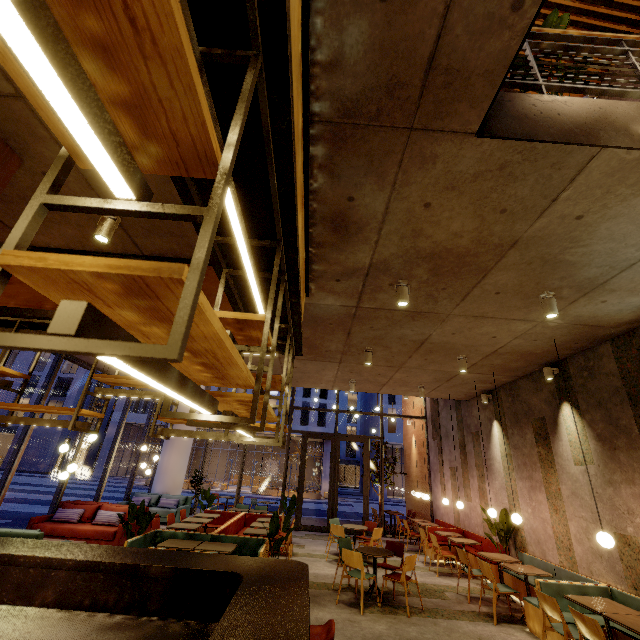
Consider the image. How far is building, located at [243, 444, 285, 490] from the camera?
37.6m

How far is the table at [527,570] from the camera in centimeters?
576cm

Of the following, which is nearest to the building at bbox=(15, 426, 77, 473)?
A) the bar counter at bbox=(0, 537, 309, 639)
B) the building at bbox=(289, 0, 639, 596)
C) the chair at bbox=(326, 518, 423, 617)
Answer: the building at bbox=(289, 0, 639, 596)

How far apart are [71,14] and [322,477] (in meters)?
39.32

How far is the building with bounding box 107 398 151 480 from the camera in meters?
36.8 m

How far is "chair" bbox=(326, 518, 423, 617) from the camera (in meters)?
5.83

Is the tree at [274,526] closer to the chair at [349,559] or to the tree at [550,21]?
the chair at [349,559]

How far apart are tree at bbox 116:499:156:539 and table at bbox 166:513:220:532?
1.97m
